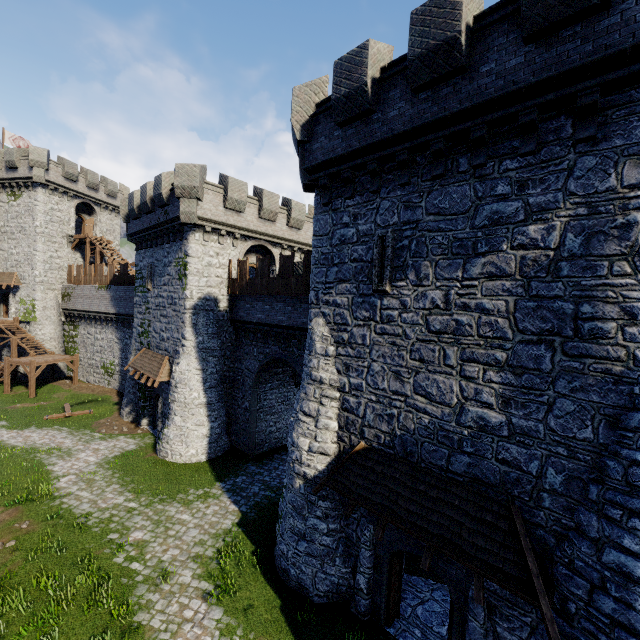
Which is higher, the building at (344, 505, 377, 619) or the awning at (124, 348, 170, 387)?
the awning at (124, 348, 170, 387)

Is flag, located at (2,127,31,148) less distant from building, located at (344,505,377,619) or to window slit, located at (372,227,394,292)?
building, located at (344,505,377,619)

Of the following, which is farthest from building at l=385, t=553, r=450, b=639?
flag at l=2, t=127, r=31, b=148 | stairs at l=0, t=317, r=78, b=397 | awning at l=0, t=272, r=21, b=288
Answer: flag at l=2, t=127, r=31, b=148

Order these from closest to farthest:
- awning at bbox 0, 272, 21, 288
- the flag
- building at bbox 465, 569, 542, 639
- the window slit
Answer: building at bbox 465, 569, 542, 639
the window slit
awning at bbox 0, 272, 21, 288
the flag

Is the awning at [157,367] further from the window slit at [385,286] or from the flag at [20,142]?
the flag at [20,142]

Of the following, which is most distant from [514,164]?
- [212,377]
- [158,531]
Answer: [212,377]

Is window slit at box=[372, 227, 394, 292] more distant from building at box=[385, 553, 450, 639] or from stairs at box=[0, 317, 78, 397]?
stairs at box=[0, 317, 78, 397]

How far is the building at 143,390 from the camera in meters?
21.0 m
